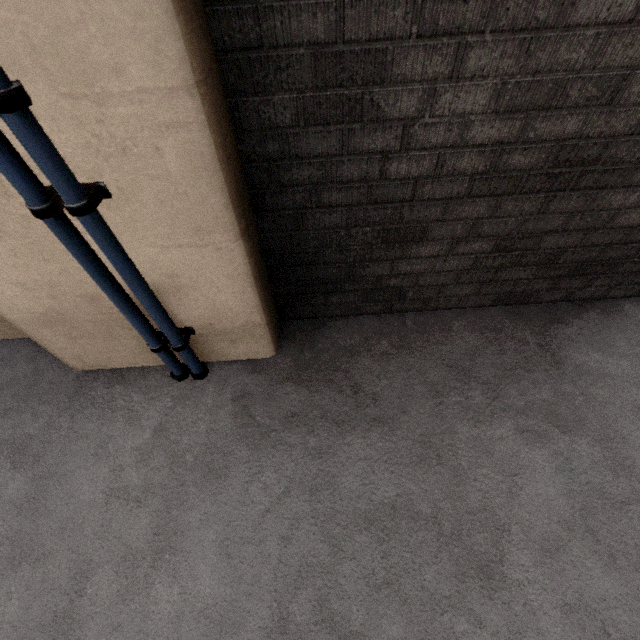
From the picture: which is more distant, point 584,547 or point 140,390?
point 140,390
